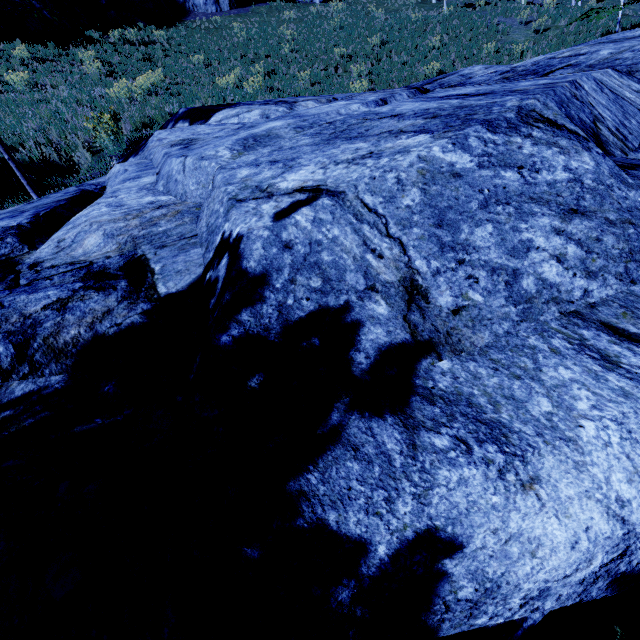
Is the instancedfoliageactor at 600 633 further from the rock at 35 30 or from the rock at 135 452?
the rock at 35 30

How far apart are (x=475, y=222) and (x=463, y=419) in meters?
0.8 m

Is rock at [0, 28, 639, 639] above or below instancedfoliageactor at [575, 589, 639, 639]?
above

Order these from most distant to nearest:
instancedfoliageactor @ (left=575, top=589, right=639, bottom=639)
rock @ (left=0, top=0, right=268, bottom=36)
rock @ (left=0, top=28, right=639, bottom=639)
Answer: rock @ (left=0, top=0, right=268, bottom=36) → instancedfoliageactor @ (left=575, top=589, right=639, bottom=639) → rock @ (left=0, top=28, right=639, bottom=639)

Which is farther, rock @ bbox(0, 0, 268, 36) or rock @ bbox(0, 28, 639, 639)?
rock @ bbox(0, 0, 268, 36)

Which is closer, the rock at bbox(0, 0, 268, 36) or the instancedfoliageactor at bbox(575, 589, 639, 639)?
the instancedfoliageactor at bbox(575, 589, 639, 639)

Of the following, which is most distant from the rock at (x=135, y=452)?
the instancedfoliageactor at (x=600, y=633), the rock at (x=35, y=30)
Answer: the rock at (x=35, y=30)

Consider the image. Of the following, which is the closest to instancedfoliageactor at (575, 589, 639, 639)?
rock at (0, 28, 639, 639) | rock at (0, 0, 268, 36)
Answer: rock at (0, 28, 639, 639)
